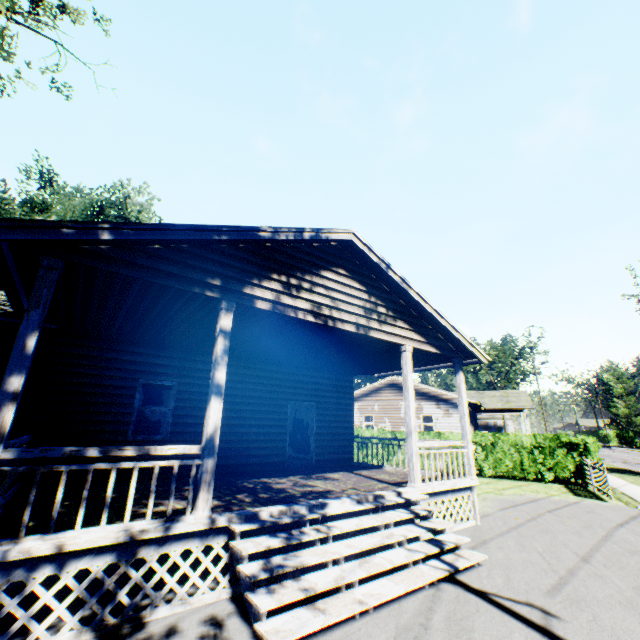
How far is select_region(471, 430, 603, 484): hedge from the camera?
15.17m

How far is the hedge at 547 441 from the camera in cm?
1517

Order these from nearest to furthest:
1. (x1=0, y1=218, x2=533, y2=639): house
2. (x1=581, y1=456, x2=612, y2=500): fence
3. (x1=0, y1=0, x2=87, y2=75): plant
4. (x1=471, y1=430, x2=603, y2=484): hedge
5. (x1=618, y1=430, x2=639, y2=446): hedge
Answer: (x1=0, y1=218, x2=533, y2=639): house, (x1=581, y1=456, x2=612, y2=500): fence, (x1=0, y1=0, x2=87, y2=75): plant, (x1=471, y1=430, x2=603, y2=484): hedge, (x1=618, y1=430, x2=639, y2=446): hedge

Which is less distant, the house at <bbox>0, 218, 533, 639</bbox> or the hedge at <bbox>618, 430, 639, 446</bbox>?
the house at <bbox>0, 218, 533, 639</bbox>

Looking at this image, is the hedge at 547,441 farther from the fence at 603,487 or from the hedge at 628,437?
the hedge at 628,437

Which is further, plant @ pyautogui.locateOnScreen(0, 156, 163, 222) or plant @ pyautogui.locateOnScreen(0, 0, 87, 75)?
plant @ pyautogui.locateOnScreen(0, 156, 163, 222)

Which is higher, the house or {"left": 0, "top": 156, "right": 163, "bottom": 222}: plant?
{"left": 0, "top": 156, "right": 163, "bottom": 222}: plant

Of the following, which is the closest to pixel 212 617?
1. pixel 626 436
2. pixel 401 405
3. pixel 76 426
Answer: pixel 76 426
